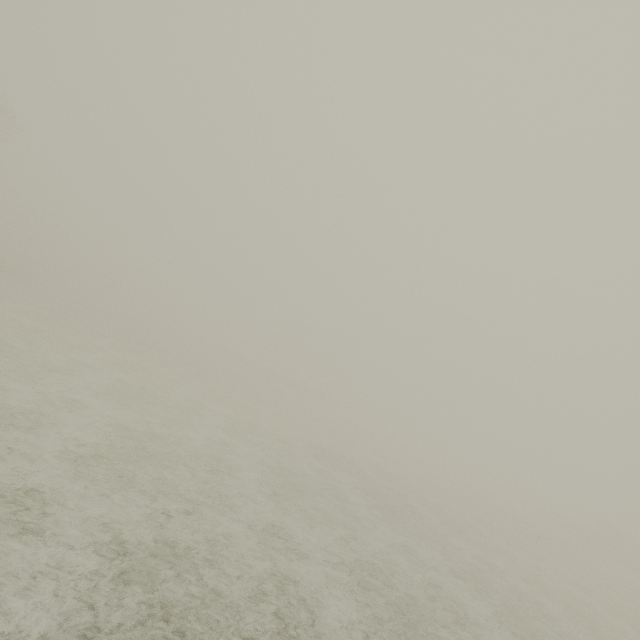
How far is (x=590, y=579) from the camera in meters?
18.1
